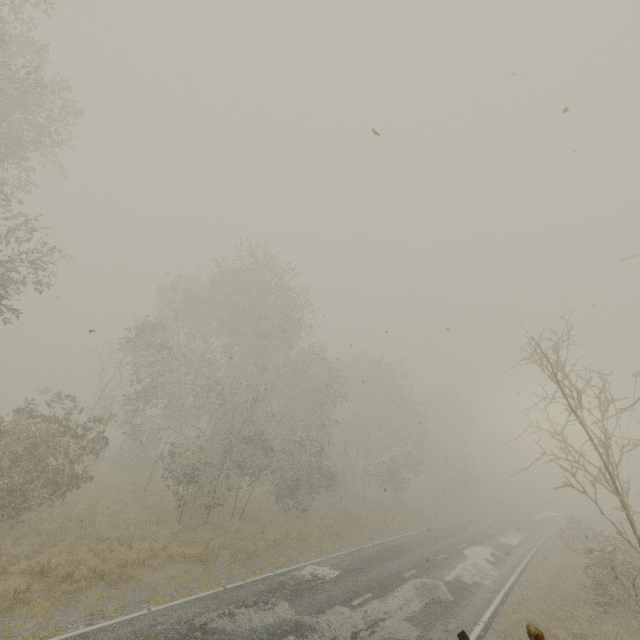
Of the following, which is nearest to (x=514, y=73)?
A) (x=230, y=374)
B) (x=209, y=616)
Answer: (x=209, y=616)
